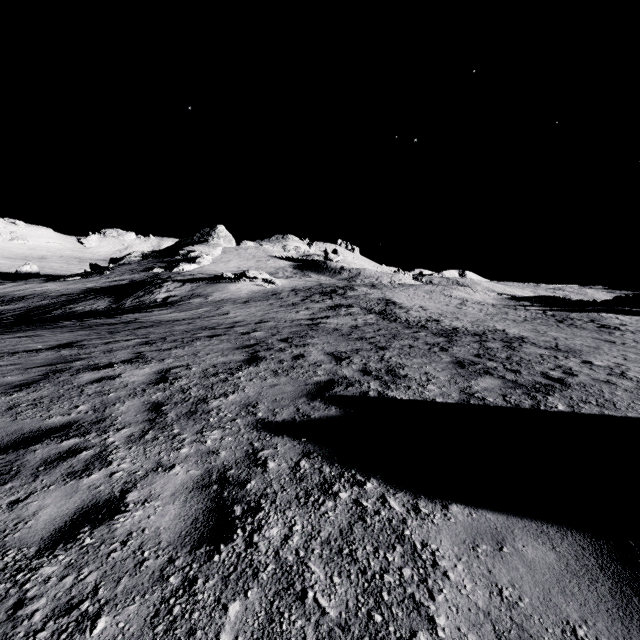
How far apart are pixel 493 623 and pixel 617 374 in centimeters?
840cm

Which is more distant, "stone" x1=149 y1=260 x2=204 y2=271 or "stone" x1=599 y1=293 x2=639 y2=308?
"stone" x1=149 y1=260 x2=204 y2=271

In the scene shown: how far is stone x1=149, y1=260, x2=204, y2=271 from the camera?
54.3 meters

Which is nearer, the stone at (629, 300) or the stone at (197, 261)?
the stone at (629, 300)

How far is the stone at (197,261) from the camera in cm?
5434
